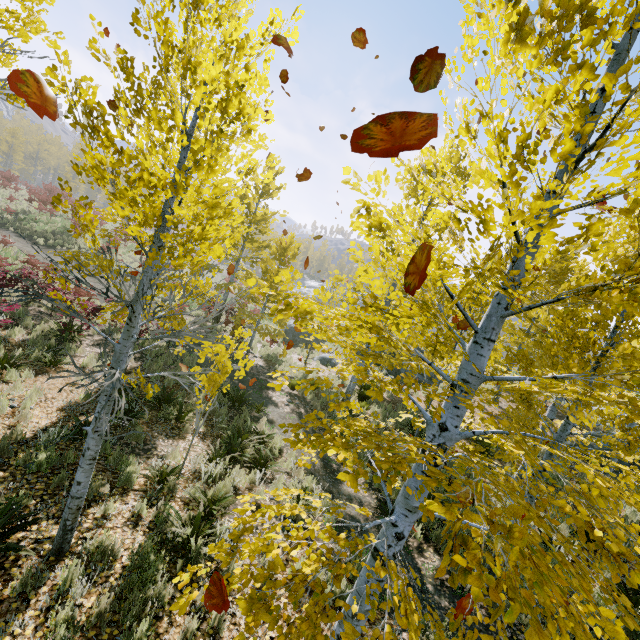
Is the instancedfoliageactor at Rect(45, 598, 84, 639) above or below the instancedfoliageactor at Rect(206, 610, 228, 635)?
above

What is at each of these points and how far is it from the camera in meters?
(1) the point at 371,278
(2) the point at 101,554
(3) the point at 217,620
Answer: (1) instancedfoliageactor, 3.1 m
(2) instancedfoliageactor, 4.0 m
(3) instancedfoliageactor, 3.8 m

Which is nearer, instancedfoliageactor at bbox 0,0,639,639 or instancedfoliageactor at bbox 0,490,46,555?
instancedfoliageactor at bbox 0,0,639,639

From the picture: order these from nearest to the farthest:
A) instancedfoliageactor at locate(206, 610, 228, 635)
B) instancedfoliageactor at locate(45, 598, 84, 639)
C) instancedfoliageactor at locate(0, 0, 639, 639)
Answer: instancedfoliageactor at locate(0, 0, 639, 639) → instancedfoliageactor at locate(45, 598, 84, 639) → instancedfoliageactor at locate(206, 610, 228, 635)

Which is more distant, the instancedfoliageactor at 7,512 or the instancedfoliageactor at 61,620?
the instancedfoliageactor at 7,512

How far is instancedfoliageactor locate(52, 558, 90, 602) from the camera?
3.4m
